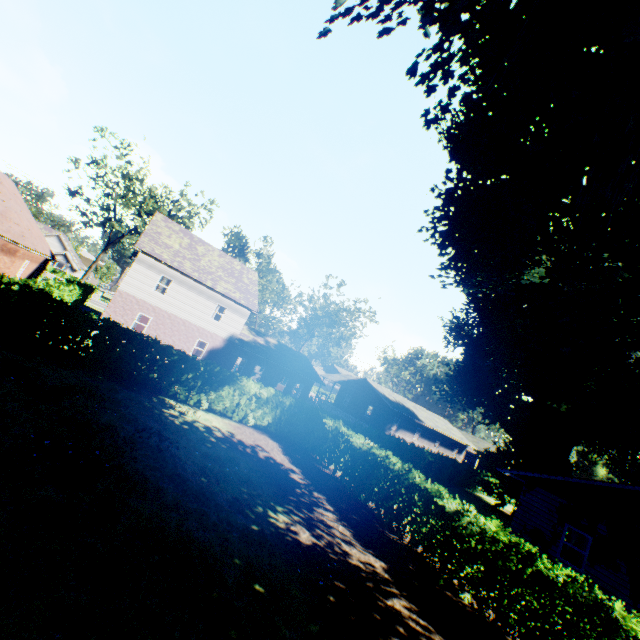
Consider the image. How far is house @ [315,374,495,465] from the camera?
41.59m

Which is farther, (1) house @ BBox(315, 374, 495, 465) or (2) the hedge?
(1) house @ BBox(315, 374, 495, 465)

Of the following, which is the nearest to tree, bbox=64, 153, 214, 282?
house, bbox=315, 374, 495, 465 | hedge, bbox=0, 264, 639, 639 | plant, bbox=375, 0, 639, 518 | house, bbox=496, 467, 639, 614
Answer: hedge, bbox=0, 264, 639, 639

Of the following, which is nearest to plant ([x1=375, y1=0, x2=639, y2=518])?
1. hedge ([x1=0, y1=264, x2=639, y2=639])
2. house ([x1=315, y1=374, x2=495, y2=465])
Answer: hedge ([x1=0, y1=264, x2=639, y2=639])

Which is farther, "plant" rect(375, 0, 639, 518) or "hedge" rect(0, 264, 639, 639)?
"hedge" rect(0, 264, 639, 639)

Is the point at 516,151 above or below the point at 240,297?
above

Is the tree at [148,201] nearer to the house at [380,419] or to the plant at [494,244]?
the plant at [494,244]

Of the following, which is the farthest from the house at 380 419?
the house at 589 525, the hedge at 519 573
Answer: the house at 589 525
